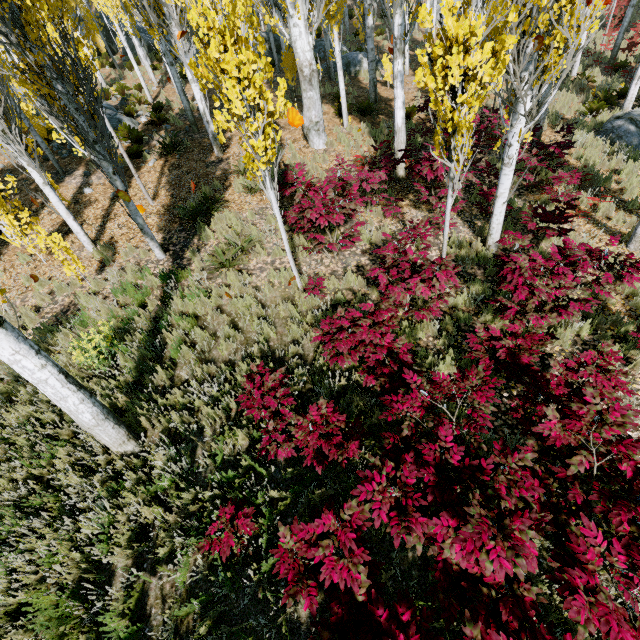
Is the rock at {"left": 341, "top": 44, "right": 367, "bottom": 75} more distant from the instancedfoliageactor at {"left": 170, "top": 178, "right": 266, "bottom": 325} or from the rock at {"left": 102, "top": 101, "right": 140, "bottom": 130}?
the rock at {"left": 102, "top": 101, "right": 140, "bottom": 130}

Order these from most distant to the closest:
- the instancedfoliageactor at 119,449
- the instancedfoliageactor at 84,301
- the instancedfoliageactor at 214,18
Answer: the instancedfoliageactor at 84,301 < the instancedfoliageactor at 119,449 < the instancedfoliageactor at 214,18

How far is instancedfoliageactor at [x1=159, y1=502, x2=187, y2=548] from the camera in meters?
3.8 m

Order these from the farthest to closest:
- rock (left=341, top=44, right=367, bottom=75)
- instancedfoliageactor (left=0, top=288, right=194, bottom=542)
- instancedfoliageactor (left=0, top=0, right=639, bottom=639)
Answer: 1. rock (left=341, top=44, right=367, bottom=75)
2. instancedfoliageactor (left=0, top=288, right=194, bottom=542)
3. instancedfoliageactor (left=0, top=0, right=639, bottom=639)

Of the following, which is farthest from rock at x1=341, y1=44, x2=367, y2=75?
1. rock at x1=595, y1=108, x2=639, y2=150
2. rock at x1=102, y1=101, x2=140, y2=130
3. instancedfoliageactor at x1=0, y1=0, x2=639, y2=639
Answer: rock at x1=595, y1=108, x2=639, y2=150

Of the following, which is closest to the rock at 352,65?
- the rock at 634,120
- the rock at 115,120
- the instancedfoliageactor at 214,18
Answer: the instancedfoliageactor at 214,18

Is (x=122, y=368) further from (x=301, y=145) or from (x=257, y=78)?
(x=301, y=145)

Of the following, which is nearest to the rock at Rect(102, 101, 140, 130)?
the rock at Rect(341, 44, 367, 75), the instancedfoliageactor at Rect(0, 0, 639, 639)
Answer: the instancedfoliageactor at Rect(0, 0, 639, 639)
